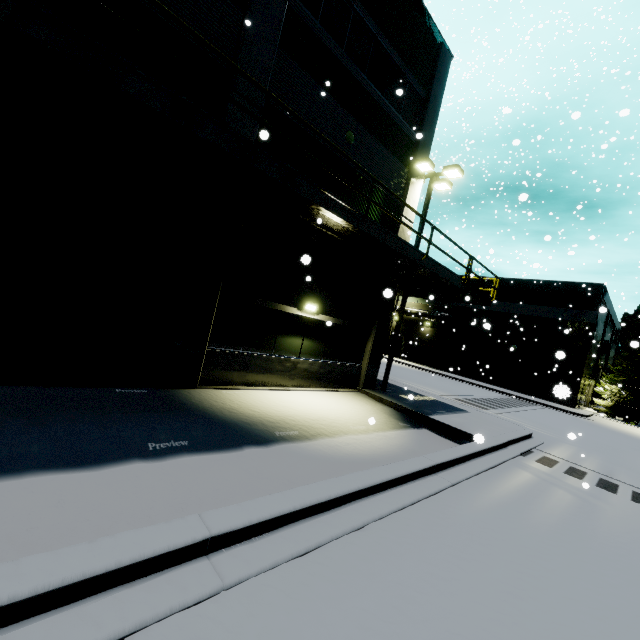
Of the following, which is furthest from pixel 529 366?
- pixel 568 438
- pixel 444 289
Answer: pixel 444 289

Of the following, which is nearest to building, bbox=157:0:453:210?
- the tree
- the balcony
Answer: the balcony

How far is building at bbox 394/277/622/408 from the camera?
27.6 meters

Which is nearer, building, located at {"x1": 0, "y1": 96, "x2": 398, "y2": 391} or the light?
building, located at {"x1": 0, "y1": 96, "x2": 398, "y2": 391}

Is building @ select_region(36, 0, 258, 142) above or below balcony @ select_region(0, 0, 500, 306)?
above

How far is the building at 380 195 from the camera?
12.4m

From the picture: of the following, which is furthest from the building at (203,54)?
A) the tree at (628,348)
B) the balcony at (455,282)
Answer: the tree at (628,348)
